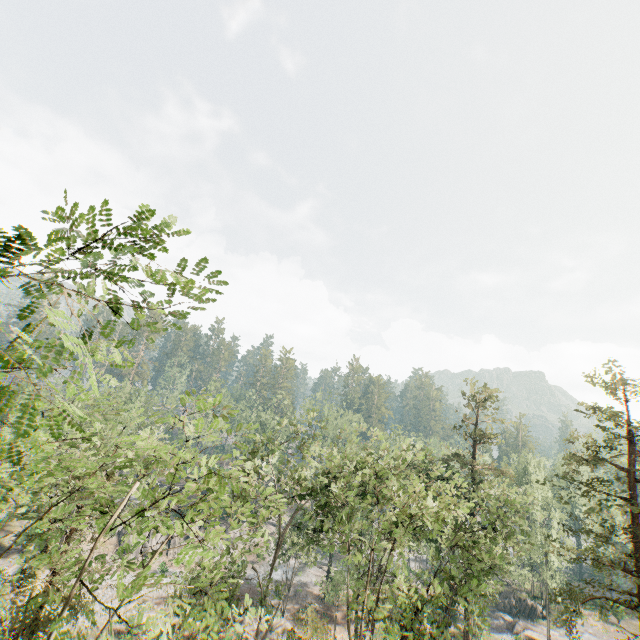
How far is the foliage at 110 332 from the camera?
3.6m

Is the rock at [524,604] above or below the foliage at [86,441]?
below

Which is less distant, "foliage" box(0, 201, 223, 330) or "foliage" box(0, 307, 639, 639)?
"foliage" box(0, 201, 223, 330)

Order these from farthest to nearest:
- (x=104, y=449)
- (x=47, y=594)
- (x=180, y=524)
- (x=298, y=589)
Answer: (x=298, y=589)
(x=104, y=449)
(x=47, y=594)
(x=180, y=524)

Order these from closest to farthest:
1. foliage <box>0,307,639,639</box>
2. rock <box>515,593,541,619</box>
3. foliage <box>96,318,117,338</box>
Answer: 1. foliage <box>96,318,117,338</box>
2. foliage <box>0,307,639,639</box>
3. rock <box>515,593,541,619</box>

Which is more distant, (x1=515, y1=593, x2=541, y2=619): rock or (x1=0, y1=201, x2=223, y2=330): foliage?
(x1=515, y1=593, x2=541, y2=619): rock

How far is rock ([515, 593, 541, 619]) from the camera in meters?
42.3
